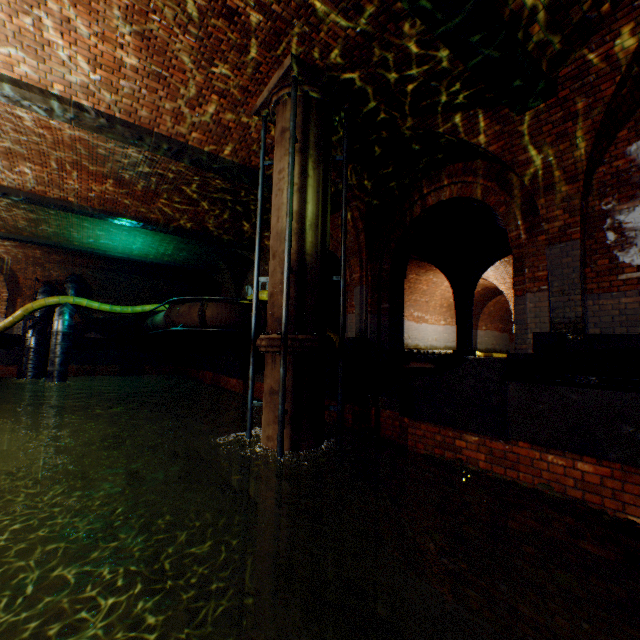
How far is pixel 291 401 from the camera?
4.8 meters

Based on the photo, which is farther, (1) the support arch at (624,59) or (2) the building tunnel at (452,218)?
(2) the building tunnel at (452,218)

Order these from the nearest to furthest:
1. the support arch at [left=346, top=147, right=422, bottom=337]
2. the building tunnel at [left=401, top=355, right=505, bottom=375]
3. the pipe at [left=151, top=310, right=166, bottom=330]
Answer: the support arch at [left=346, top=147, right=422, bottom=337] < the building tunnel at [left=401, top=355, right=505, bottom=375] < the pipe at [left=151, top=310, right=166, bottom=330]

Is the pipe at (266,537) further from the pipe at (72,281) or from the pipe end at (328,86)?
the pipe at (72,281)

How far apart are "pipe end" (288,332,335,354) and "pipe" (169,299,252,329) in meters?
5.3

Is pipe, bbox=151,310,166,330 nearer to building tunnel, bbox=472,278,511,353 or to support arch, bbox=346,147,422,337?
building tunnel, bbox=472,278,511,353

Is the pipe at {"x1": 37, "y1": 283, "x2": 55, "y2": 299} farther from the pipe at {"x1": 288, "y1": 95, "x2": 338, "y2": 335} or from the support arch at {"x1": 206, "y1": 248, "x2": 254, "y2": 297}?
the pipe at {"x1": 288, "y1": 95, "x2": 338, "y2": 335}

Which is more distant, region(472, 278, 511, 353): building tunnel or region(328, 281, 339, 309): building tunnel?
region(472, 278, 511, 353): building tunnel
